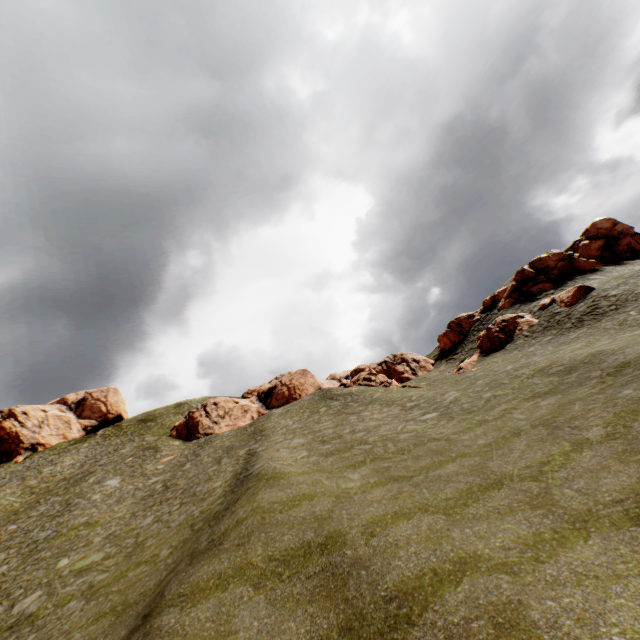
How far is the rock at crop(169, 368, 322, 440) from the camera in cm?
4684

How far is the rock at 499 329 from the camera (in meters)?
34.09

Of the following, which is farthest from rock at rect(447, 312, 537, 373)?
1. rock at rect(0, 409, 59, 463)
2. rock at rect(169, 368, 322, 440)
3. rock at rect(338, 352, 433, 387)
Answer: rock at rect(0, 409, 59, 463)

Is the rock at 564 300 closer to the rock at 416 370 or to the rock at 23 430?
the rock at 416 370

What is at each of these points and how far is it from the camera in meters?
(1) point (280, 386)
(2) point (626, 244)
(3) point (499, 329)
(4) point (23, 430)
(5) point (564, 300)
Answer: (1) rock, 52.0 m
(2) rock, 41.2 m
(3) rock, 35.8 m
(4) rock, 58.4 m
(5) rock, 30.9 m

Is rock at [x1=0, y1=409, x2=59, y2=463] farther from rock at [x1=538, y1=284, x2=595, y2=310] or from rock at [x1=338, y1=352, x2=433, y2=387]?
rock at [x1=338, y1=352, x2=433, y2=387]
